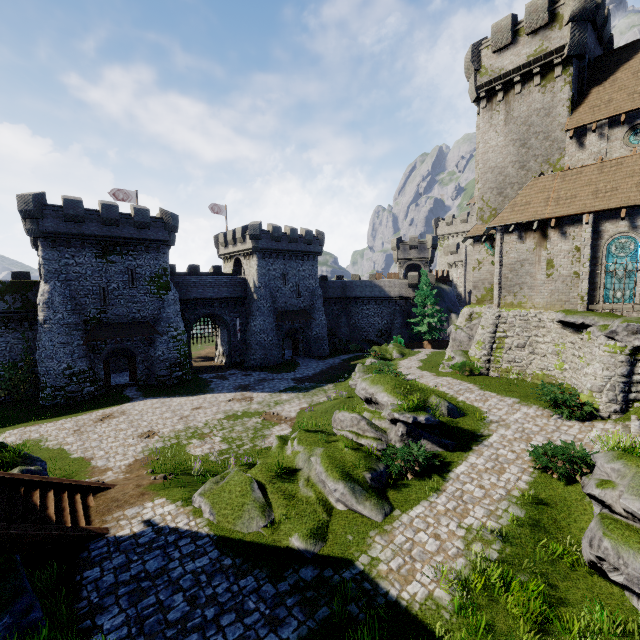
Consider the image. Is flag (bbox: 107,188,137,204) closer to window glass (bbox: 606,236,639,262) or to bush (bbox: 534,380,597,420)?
bush (bbox: 534,380,597,420)

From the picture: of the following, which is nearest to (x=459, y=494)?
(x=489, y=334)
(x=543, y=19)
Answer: (x=489, y=334)

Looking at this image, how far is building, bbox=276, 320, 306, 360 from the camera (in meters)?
41.81

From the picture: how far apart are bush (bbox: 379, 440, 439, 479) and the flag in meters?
38.4 m

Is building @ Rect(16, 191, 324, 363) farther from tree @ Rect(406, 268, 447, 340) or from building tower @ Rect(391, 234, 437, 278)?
tree @ Rect(406, 268, 447, 340)

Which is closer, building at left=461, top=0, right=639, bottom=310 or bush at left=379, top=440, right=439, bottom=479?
bush at left=379, top=440, right=439, bottom=479

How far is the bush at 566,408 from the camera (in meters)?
14.09

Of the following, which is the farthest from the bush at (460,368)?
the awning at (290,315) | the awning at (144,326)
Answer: the awning at (144,326)
